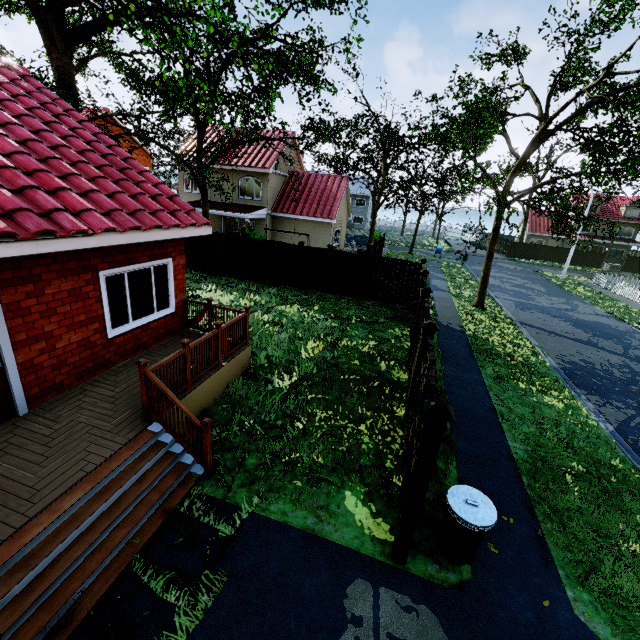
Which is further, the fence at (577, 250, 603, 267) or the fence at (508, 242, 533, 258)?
the fence at (508, 242, 533, 258)

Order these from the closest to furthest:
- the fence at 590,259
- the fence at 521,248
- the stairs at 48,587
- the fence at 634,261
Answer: the stairs at 48,587
the fence at 634,261
the fence at 590,259
the fence at 521,248

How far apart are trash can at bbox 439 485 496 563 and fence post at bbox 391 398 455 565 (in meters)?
0.51

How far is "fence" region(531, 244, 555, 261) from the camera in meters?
43.8

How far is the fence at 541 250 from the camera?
43.81m

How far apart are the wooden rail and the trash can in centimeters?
490cm

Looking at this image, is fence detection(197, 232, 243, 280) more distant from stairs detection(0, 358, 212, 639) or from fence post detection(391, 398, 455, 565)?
stairs detection(0, 358, 212, 639)

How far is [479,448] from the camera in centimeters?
700cm
